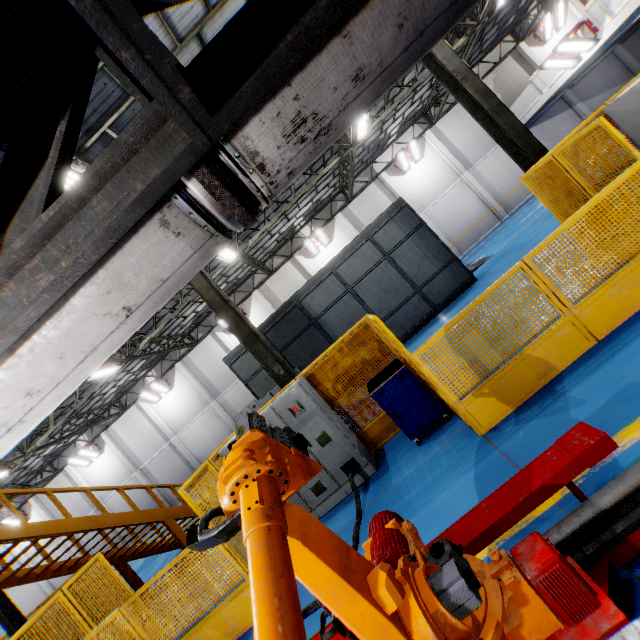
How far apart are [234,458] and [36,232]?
1.1m

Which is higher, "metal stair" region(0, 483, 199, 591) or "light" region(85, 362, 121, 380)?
"light" region(85, 362, 121, 380)

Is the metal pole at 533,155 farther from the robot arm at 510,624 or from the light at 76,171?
the light at 76,171

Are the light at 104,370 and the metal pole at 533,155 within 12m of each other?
no

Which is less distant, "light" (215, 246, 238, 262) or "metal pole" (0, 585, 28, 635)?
"metal pole" (0, 585, 28, 635)

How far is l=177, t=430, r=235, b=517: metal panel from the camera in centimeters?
493cm

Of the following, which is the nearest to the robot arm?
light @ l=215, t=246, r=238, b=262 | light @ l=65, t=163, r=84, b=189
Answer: light @ l=65, t=163, r=84, b=189

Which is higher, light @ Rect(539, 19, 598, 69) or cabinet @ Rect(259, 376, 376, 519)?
light @ Rect(539, 19, 598, 69)
